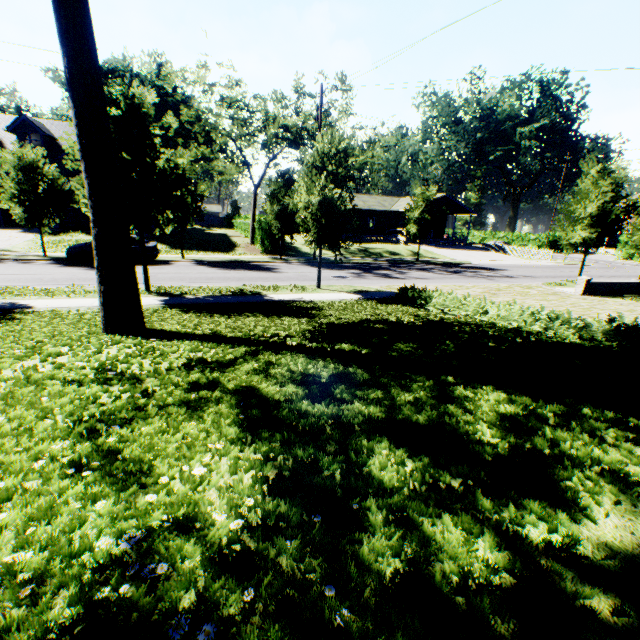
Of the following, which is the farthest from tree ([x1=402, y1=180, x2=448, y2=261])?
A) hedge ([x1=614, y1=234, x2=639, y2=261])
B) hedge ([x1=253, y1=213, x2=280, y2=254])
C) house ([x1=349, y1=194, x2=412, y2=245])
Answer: hedge ([x1=614, y1=234, x2=639, y2=261])

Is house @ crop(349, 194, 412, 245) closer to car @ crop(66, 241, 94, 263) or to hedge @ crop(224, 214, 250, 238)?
hedge @ crop(224, 214, 250, 238)

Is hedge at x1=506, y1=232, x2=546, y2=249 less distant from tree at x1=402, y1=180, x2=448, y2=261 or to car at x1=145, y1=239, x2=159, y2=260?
tree at x1=402, y1=180, x2=448, y2=261

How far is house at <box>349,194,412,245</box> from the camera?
43.4 meters

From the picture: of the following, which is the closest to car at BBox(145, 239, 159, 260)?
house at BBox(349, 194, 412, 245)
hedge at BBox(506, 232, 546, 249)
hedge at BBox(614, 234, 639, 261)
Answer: house at BBox(349, 194, 412, 245)

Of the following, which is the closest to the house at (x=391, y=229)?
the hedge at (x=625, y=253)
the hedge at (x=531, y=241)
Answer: the hedge at (x=531, y=241)

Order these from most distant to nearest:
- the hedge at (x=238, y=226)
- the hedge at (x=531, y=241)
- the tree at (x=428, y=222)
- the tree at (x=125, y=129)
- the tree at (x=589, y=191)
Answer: the hedge at (x=531, y=241), the hedge at (x=238, y=226), the tree at (x=428, y=222), the tree at (x=589, y=191), the tree at (x=125, y=129)

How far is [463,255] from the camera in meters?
36.1 m
